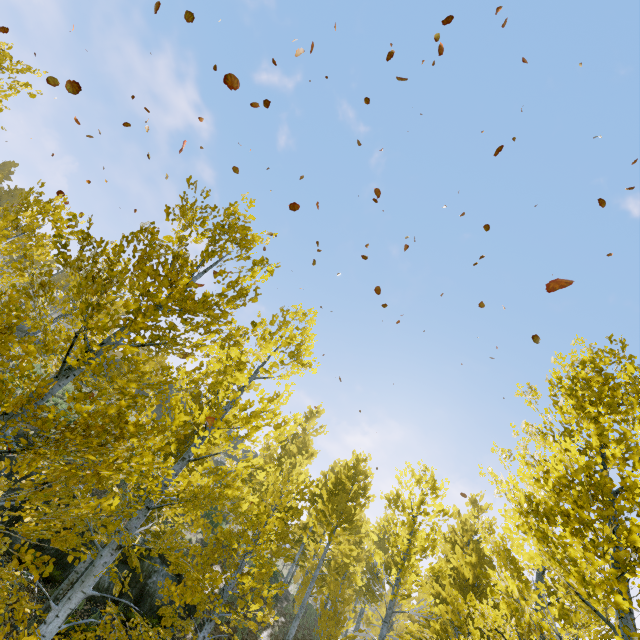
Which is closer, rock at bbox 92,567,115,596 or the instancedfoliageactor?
the instancedfoliageactor

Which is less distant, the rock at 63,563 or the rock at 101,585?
the rock at 63,563

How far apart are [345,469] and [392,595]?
5.47m

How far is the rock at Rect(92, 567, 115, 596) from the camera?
10.97m

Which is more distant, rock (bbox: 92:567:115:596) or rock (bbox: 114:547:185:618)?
rock (bbox: 114:547:185:618)

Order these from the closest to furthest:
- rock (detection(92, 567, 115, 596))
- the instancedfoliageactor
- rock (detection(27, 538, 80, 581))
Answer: the instancedfoliageactor < rock (detection(27, 538, 80, 581)) < rock (detection(92, 567, 115, 596))

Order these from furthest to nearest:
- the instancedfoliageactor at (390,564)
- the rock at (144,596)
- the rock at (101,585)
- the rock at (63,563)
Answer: the rock at (144,596) → the rock at (101,585) → the rock at (63,563) → the instancedfoliageactor at (390,564)
